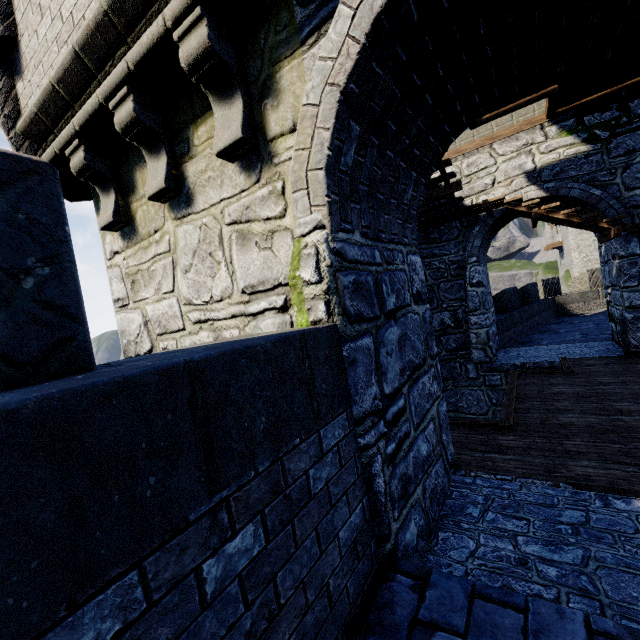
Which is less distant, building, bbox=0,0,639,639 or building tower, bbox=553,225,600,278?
building, bbox=0,0,639,639

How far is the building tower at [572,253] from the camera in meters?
34.2 m

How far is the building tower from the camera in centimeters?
3425cm

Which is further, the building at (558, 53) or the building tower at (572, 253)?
the building tower at (572, 253)

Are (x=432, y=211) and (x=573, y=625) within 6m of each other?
no
